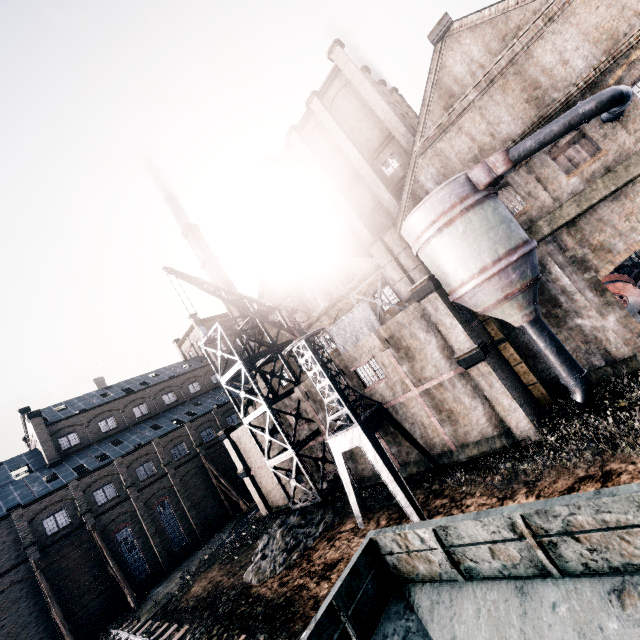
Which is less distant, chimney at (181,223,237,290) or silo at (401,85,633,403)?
silo at (401,85,633,403)

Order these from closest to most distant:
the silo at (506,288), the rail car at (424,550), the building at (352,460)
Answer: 1. the rail car at (424,550)
2. the silo at (506,288)
3. the building at (352,460)

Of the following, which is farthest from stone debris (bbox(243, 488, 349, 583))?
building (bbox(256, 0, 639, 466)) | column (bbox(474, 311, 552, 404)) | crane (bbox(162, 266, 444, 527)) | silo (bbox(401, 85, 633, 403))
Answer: → silo (bbox(401, 85, 633, 403))

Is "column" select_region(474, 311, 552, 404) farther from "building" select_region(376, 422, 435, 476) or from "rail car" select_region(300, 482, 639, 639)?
"rail car" select_region(300, 482, 639, 639)

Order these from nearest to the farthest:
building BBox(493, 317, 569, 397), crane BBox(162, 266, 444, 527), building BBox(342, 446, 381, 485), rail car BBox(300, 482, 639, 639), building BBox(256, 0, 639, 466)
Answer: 1. rail car BBox(300, 482, 639, 639)
2. building BBox(256, 0, 639, 466)
3. crane BBox(162, 266, 444, 527)
4. building BBox(493, 317, 569, 397)
5. building BBox(342, 446, 381, 485)

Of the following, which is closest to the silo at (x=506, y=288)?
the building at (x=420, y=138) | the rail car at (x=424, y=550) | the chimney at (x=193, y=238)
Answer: the building at (x=420, y=138)

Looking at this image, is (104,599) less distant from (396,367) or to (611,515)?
(396,367)

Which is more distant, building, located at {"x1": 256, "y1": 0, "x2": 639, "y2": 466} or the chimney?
the chimney
